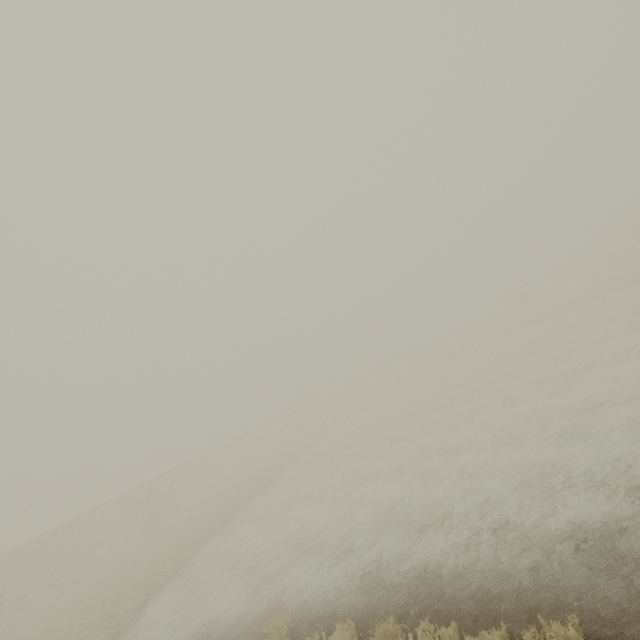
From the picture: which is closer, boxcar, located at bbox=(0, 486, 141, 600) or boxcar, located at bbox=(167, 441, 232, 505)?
boxcar, located at bbox=(0, 486, 141, 600)

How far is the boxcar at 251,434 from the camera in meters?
54.9

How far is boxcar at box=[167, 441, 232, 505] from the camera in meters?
43.6 m

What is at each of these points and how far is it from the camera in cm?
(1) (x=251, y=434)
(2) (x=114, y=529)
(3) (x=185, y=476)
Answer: (1) boxcar, 5788
(2) boxcar, 3834
(3) boxcar, 4475

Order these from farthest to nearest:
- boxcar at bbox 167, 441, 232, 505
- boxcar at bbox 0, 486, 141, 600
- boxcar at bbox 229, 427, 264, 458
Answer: boxcar at bbox 229, 427, 264, 458
boxcar at bbox 167, 441, 232, 505
boxcar at bbox 0, 486, 141, 600

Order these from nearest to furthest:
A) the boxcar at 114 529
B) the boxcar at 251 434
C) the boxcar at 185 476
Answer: the boxcar at 114 529 < the boxcar at 185 476 < the boxcar at 251 434
